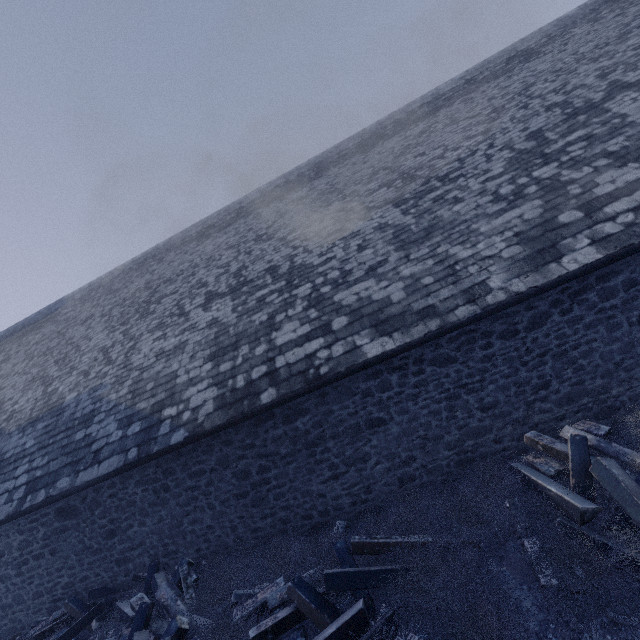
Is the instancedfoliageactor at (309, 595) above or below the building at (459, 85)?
below

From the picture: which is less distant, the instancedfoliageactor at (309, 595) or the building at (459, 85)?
the instancedfoliageactor at (309, 595)

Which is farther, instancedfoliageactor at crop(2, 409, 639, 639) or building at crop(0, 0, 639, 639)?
building at crop(0, 0, 639, 639)

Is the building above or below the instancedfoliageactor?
above

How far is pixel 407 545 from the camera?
4.6 meters
